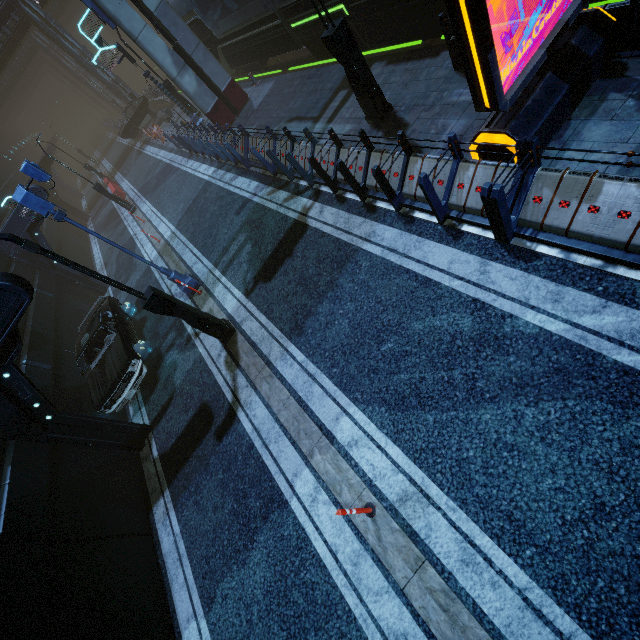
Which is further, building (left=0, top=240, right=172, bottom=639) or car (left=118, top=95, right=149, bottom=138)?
car (left=118, top=95, right=149, bottom=138)

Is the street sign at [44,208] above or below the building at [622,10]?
above

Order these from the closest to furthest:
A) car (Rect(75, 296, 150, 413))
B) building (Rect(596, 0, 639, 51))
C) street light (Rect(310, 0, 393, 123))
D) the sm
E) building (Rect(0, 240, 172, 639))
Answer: building (Rect(596, 0, 639, 51)) < building (Rect(0, 240, 172, 639)) < street light (Rect(310, 0, 393, 123)) < car (Rect(75, 296, 150, 413)) < the sm

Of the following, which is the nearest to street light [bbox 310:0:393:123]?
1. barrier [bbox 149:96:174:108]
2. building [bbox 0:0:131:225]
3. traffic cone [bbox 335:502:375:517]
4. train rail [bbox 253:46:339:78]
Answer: building [bbox 0:0:131:225]

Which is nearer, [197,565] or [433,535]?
[433,535]

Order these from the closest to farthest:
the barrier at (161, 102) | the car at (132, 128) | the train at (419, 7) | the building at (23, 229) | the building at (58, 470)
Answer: the building at (58, 470), the train at (419, 7), the building at (23, 229), the car at (132, 128), the barrier at (161, 102)

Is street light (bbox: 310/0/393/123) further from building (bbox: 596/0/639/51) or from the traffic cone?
the traffic cone

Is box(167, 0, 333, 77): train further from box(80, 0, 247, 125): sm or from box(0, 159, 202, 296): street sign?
box(0, 159, 202, 296): street sign
